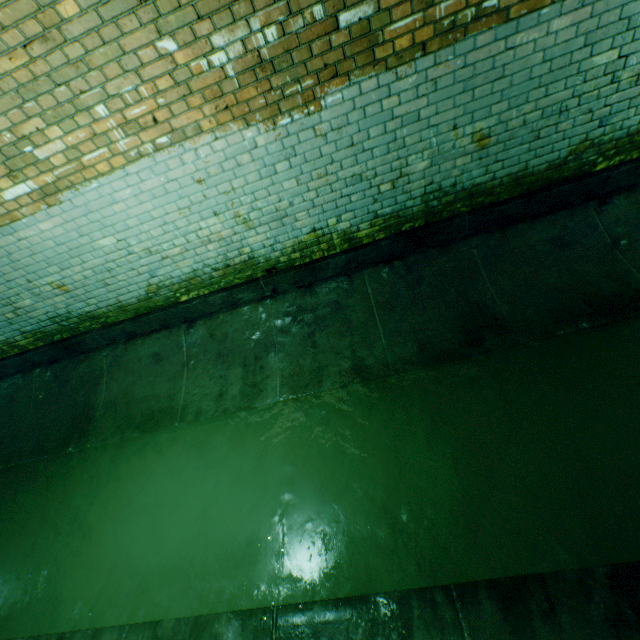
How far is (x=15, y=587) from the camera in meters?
3.1
